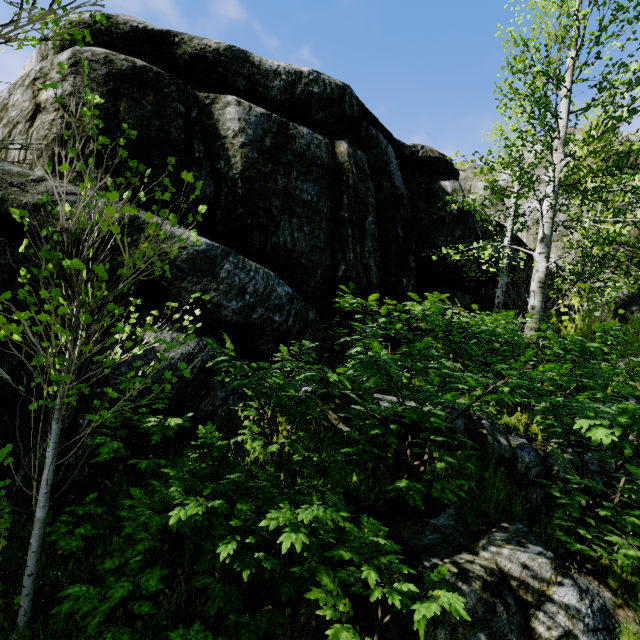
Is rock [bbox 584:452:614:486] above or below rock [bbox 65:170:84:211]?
below

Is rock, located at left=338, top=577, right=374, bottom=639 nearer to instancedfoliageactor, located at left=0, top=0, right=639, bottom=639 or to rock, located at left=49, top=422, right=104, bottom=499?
instancedfoliageactor, located at left=0, top=0, right=639, bottom=639

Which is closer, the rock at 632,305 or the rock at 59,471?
the rock at 59,471

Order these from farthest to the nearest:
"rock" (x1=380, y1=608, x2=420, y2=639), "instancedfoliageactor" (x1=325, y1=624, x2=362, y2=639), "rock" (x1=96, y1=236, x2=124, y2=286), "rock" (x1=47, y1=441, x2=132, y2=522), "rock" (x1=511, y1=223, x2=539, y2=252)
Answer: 1. "rock" (x1=511, y1=223, x2=539, y2=252)
2. "rock" (x1=96, y1=236, x2=124, y2=286)
3. "rock" (x1=47, y1=441, x2=132, y2=522)
4. "rock" (x1=380, y1=608, x2=420, y2=639)
5. "instancedfoliageactor" (x1=325, y1=624, x2=362, y2=639)

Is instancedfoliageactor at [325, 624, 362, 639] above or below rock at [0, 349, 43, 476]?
below

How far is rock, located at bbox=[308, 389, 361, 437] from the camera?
4.5m

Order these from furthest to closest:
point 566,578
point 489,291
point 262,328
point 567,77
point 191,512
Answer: point 489,291
point 567,77
point 262,328
point 566,578
point 191,512

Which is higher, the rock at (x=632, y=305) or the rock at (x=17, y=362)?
the rock at (x=632, y=305)
